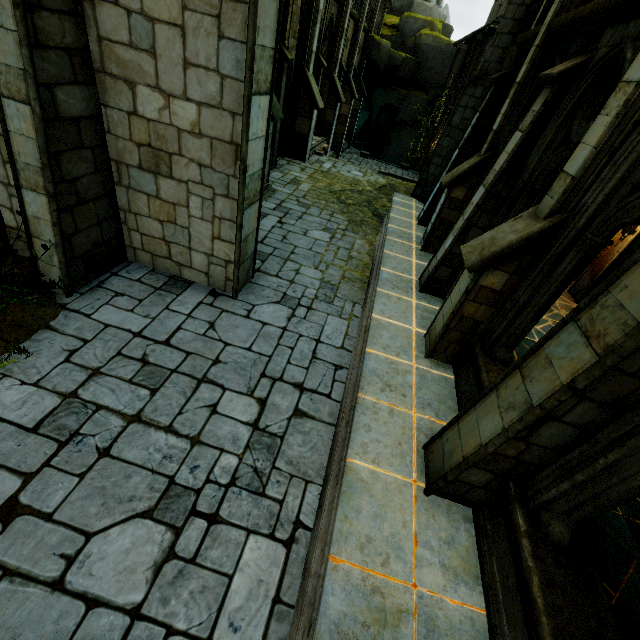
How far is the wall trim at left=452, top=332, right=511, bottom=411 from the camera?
4.9 meters

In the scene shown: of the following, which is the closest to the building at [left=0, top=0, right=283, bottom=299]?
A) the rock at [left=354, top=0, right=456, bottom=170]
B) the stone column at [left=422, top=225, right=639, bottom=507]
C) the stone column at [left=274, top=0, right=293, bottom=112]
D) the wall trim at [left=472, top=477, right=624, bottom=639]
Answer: the rock at [left=354, top=0, right=456, bottom=170]

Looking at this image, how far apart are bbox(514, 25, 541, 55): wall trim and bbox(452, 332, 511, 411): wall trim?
7.1m

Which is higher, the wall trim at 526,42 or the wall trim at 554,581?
the wall trim at 526,42

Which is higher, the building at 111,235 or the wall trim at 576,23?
the wall trim at 576,23

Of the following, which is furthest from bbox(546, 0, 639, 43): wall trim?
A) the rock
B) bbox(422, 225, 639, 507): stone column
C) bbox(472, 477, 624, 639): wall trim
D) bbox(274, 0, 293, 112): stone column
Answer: the rock

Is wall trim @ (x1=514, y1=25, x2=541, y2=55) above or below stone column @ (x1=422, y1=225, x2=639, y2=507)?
above

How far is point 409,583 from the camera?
3.3m
